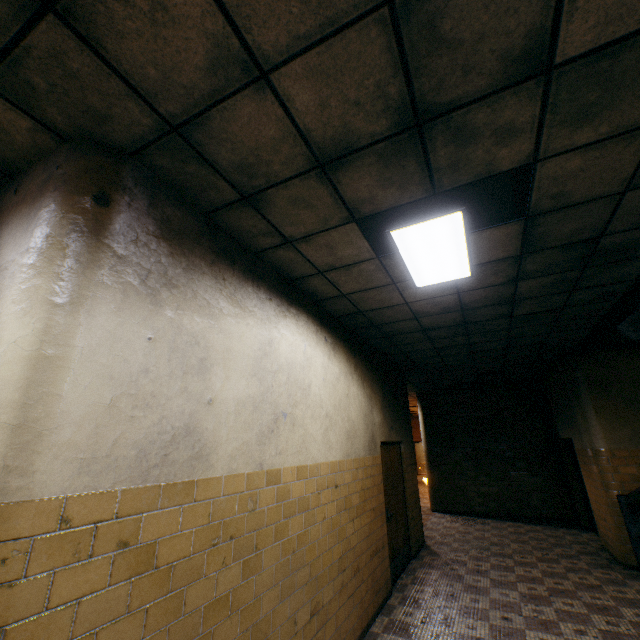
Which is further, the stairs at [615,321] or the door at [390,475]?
the door at [390,475]

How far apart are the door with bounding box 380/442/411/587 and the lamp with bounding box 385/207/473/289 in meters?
3.2

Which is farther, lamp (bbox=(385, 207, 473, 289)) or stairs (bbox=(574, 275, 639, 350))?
stairs (bbox=(574, 275, 639, 350))

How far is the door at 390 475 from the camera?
5.5 meters

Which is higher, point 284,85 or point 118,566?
point 284,85

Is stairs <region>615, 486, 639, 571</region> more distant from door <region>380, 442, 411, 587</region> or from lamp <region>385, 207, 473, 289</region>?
door <region>380, 442, 411, 587</region>

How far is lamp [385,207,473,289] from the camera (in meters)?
2.84

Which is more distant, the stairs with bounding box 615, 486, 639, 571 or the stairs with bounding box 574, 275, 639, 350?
the stairs with bounding box 615, 486, 639, 571
